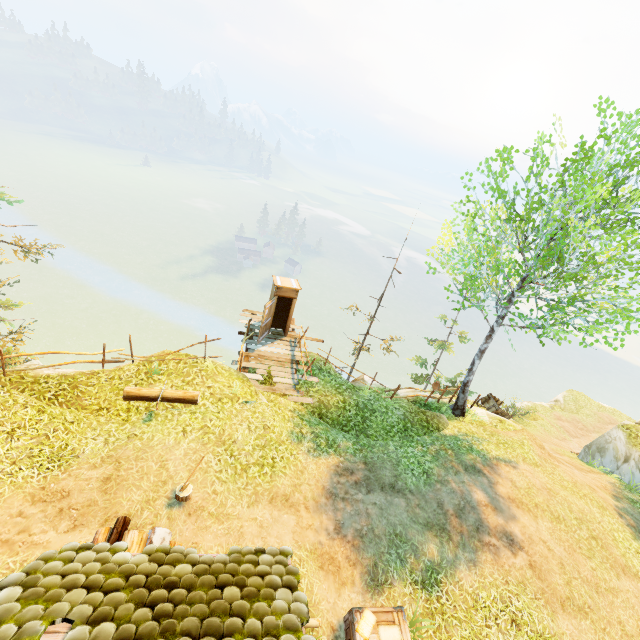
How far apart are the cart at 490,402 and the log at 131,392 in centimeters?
1670cm

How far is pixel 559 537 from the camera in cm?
1007

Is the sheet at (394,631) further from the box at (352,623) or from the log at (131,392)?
the log at (131,392)

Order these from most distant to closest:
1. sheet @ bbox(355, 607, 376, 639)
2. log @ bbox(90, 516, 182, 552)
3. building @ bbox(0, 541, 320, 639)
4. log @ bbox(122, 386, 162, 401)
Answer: log @ bbox(122, 386, 162, 401)
sheet @ bbox(355, 607, 376, 639)
log @ bbox(90, 516, 182, 552)
building @ bbox(0, 541, 320, 639)

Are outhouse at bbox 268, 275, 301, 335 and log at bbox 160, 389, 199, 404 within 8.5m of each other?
yes

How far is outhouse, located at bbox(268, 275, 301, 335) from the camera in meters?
14.4 m

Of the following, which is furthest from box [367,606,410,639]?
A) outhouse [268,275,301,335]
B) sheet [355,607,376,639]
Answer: outhouse [268,275,301,335]

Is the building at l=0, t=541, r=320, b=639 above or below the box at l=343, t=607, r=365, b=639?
above
